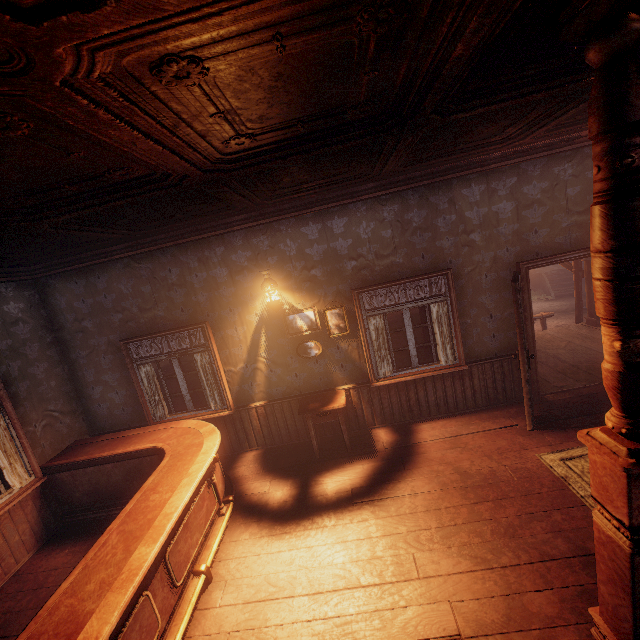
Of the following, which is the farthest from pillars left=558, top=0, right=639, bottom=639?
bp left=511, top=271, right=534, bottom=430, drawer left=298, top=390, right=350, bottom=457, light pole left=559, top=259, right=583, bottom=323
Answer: light pole left=559, top=259, right=583, bottom=323

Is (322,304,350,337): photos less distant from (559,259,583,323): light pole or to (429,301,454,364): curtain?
(429,301,454,364): curtain

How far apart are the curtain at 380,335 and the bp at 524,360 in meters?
1.8

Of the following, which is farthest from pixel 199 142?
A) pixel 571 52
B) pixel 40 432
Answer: pixel 40 432

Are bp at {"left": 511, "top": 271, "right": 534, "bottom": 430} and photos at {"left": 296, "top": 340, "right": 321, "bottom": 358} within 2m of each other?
no

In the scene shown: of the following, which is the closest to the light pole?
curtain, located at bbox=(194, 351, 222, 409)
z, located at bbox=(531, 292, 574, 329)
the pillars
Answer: z, located at bbox=(531, 292, 574, 329)

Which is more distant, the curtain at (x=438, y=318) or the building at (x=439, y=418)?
the curtain at (x=438, y=318)

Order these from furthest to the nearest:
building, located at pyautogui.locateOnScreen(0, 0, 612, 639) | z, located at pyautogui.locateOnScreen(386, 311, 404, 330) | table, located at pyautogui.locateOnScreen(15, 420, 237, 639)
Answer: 1. z, located at pyautogui.locateOnScreen(386, 311, 404, 330)
2. table, located at pyautogui.locateOnScreen(15, 420, 237, 639)
3. building, located at pyautogui.locateOnScreen(0, 0, 612, 639)
